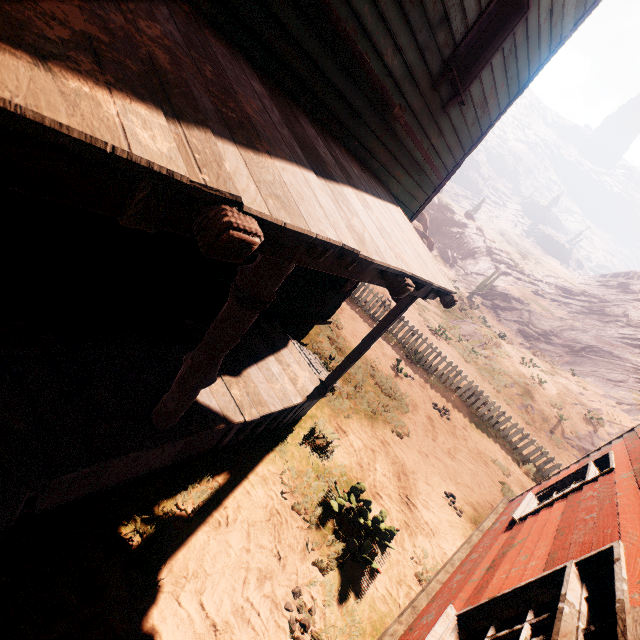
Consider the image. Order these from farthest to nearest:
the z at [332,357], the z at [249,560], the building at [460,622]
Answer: the z at [332,357] → the z at [249,560] → the building at [460,622]

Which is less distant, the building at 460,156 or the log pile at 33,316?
the building at 460,156

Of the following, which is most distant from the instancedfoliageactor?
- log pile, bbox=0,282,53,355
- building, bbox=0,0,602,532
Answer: log pile, bbox=0,282,53,355

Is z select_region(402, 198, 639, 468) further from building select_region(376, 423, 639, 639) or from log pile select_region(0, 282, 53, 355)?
log pile select_region(0, 282, 53, 355)

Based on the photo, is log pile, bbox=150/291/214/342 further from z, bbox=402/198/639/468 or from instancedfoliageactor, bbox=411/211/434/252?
instancedfoliageactor, bbox=411/211/434/252

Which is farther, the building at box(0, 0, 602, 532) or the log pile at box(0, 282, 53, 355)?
the log pile at box(0, 282, 53, 355)

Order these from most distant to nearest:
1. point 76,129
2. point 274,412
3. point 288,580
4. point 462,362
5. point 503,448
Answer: point 462,362
point 503,448
point 274,412
point 288,580
point 76,129

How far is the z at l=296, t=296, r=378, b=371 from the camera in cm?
854
